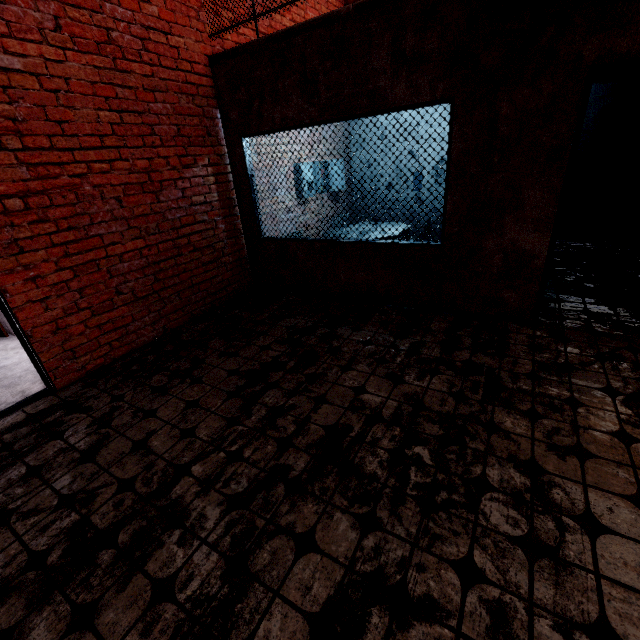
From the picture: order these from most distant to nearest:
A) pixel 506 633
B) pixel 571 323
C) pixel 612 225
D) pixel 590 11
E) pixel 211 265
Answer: pixel 612 225
pixel 211 265
pixel 571 323
pixel 590 11
pixel 506 633
